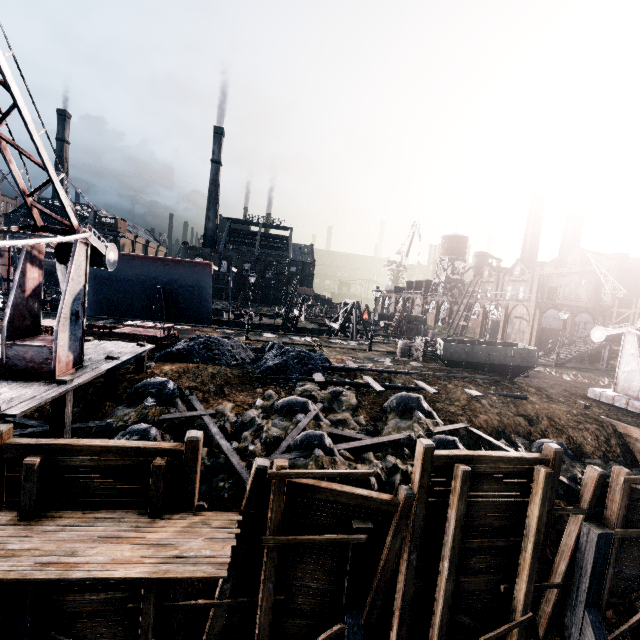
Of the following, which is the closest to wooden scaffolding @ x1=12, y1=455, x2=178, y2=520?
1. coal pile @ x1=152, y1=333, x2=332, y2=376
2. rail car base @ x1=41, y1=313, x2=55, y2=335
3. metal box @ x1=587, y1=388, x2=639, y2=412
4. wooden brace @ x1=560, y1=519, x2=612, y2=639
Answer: coal pile @ x1=152, y1=333, x2=332, y2=376

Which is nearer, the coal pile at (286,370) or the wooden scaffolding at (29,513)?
the wooden scaffolding at (29,513)

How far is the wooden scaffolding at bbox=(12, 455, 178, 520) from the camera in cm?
764

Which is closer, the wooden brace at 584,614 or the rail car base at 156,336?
the wooden brace at 584,614

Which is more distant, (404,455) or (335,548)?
(404,455)

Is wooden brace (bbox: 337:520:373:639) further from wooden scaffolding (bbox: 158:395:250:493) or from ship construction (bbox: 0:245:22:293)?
A: ship construction (bbox: 0:245:22:293)

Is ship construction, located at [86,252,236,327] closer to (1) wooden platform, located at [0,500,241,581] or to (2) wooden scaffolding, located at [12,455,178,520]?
(2) wooden scaffolding, located at [12,455,178,520]

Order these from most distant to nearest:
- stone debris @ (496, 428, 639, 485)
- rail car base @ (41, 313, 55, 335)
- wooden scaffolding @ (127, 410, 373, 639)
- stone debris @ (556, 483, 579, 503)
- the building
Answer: the building
rail car base @ (41, 313, 55, 335)
stone debris @ (496, 428, 639, 485)
stone debris @ (556, 483, 579, 503)
wooden scaffolding @ (127, 410, 373, 639)
